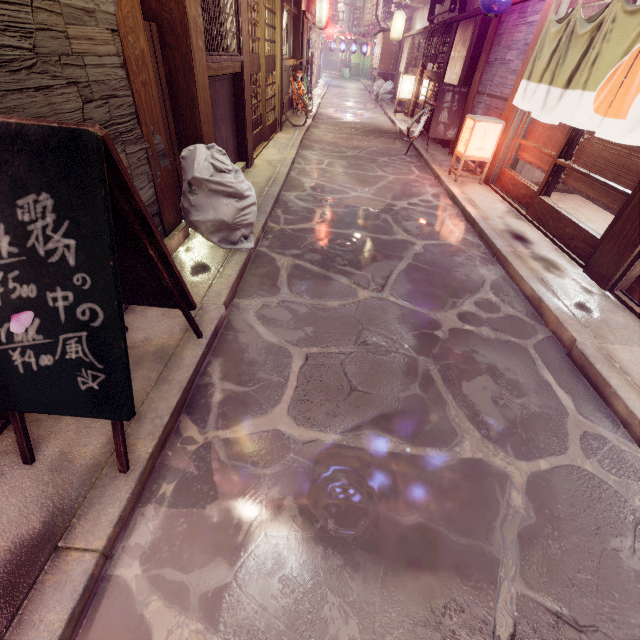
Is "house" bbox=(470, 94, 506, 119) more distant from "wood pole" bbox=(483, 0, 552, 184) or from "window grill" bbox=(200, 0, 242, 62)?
"window grill" bbox=(200, 0, 242, 62)

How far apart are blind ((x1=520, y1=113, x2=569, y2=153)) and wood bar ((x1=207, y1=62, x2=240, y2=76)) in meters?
9.2

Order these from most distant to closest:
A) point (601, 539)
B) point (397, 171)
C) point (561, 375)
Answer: point (397, 171), point (561, 375), point (601, 539)

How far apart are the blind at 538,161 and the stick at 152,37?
9.9m

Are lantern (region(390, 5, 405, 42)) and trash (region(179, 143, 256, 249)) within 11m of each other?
no

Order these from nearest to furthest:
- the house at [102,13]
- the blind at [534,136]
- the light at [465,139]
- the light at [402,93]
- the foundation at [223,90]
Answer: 1. the house at [102,13]
2. the foundation at [223,90]
3. the blind at [534,136]
4. the light at [465,139]
5. the light at [402,93]

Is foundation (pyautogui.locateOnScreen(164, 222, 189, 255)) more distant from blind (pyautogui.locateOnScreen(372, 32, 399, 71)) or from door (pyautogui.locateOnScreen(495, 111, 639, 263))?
blind (pyautogui.locateOnScreen(372, 32, 399, 71))

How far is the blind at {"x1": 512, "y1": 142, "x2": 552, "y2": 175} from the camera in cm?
951
